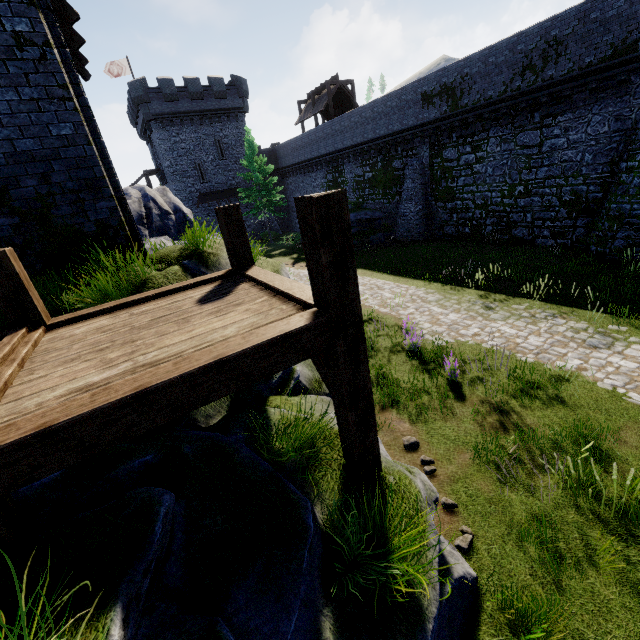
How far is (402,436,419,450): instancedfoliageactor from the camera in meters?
6.3

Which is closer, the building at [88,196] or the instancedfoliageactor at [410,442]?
the building at [88,196]

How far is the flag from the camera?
34.2m

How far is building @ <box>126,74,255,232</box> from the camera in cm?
3181

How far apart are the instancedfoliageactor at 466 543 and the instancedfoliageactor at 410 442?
1.6m

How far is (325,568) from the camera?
2.9 meters

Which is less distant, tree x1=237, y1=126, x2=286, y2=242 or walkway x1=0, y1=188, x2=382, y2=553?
walkway x1=0, y1=188, x2=382, y2=553

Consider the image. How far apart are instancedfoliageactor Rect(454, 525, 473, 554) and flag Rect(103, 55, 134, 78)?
47.07m
